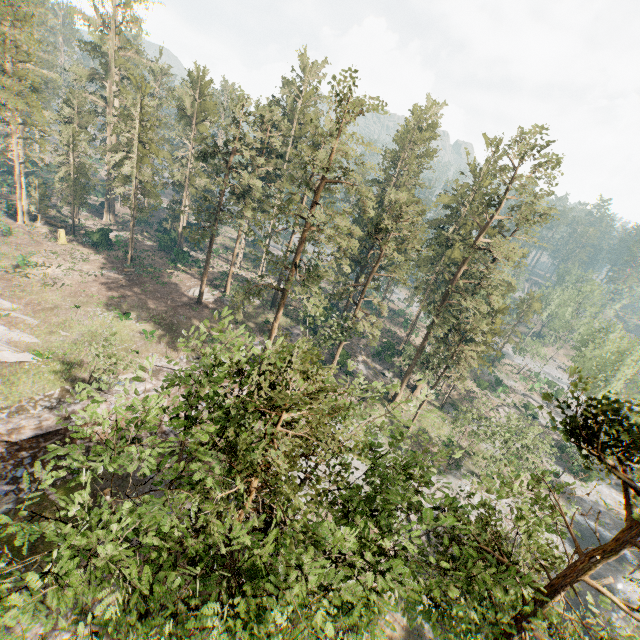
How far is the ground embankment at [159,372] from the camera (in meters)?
27.62

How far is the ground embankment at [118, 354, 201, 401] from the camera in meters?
27.6

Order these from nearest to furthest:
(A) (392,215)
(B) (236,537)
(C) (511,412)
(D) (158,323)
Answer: (B) (236,537) → (D) (158,323) → (A) (392,215) → (C) (511,412)

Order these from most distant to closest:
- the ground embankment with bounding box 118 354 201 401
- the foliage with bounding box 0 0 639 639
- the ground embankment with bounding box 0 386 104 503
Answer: the ground embankment with bounding box 118 354 201 401 < the ground embankment with bounding box 0 386 104 503 < the foliage with bounding box 0 0 639 639

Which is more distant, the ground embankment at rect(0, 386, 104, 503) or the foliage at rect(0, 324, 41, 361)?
the foliage at rect(0, 324, 41, 361)

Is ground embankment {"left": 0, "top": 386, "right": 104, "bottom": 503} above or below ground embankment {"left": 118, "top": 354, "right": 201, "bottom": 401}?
below

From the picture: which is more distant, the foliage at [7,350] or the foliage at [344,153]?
the foliage at [7,350]
